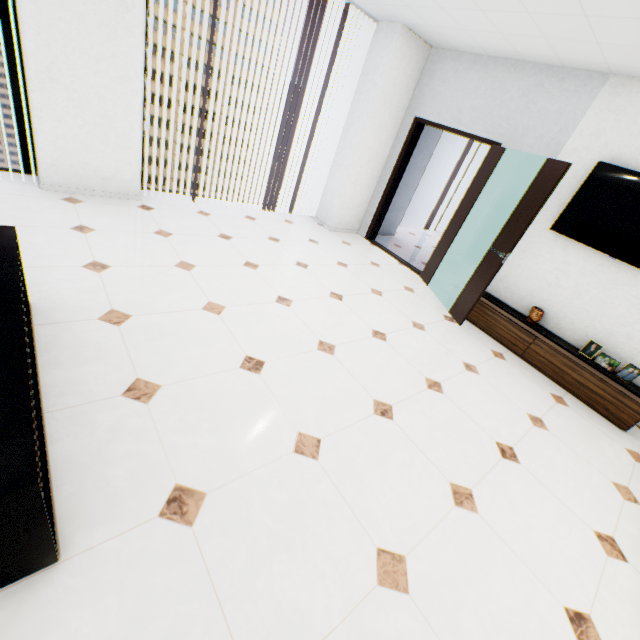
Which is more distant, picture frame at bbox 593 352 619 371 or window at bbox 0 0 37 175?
picture frame at bbox 593 352 619 371

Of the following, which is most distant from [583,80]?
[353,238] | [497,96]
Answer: [353,238]

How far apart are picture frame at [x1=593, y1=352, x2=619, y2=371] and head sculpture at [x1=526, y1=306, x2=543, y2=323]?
0.55m

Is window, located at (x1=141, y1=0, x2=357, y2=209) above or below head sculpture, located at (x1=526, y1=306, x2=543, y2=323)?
above

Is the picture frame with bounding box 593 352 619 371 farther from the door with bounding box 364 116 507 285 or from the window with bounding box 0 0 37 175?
the window with bounding box 0 0 37 175

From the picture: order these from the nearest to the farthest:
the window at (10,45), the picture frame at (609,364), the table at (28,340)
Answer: the table at (28,340), the window at (10,45), the picture frame at (609,364)

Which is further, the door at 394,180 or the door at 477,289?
the door at 394,180

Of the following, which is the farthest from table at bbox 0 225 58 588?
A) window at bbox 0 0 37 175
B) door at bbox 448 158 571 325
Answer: door at bbox 448 158 571 325
